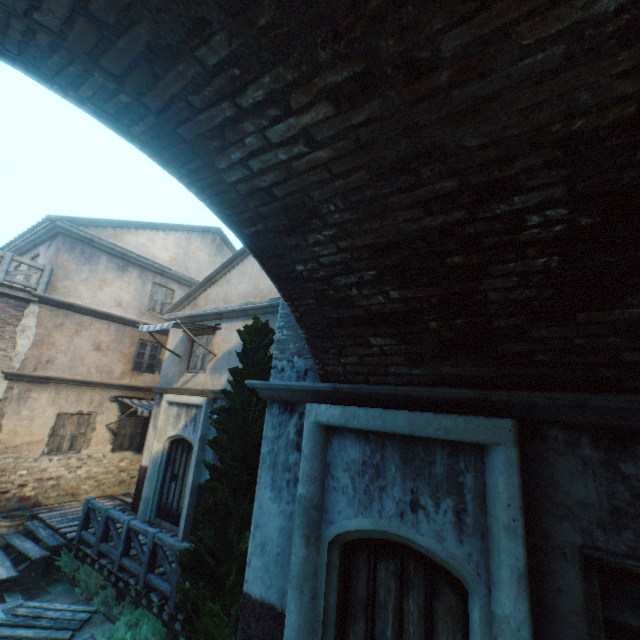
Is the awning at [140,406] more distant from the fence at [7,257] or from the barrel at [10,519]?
the fence at [7,257]

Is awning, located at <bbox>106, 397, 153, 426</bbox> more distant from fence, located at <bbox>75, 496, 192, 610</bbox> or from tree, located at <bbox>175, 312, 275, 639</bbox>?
tree, located at <bbox>175, 312, 275, 639</bbox>

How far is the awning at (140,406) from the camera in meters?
11.2

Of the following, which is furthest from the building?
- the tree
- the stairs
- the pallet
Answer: the pallet

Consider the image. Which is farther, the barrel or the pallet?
the barrel

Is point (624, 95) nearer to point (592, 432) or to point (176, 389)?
point (592, 432)

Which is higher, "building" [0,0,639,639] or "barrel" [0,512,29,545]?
"building" [0,0,639,639]

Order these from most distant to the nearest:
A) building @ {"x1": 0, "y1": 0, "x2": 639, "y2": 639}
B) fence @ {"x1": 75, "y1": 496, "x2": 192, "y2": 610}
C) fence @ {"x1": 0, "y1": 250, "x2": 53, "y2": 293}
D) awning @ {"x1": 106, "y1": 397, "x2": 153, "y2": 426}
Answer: awning @ {"x1": 106, "y1": 397, "x2": 153, "y2": 426}, fence @ {"x1": 0, "y1": 250, "x2": 53, "y2": 293}, fence @ {"x1": 75, "y1": 496, "x2": 192, "y2": 610}, building @ {"x1": 0, "y1": 0, "x2": 639, "y2": 639}
